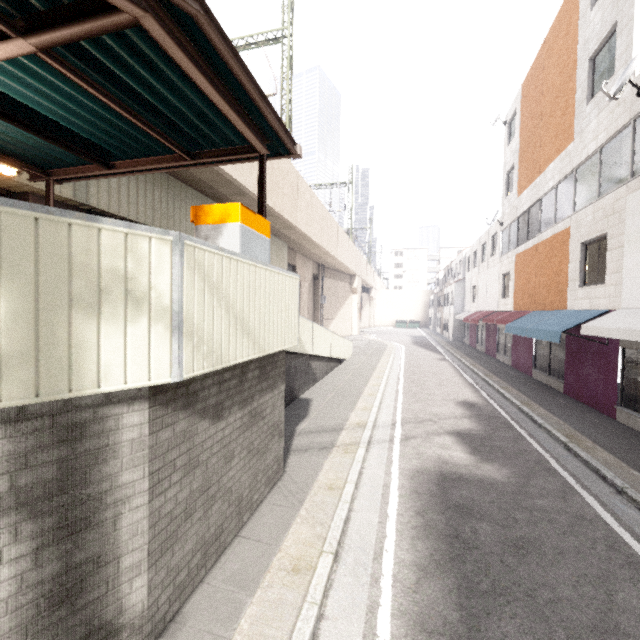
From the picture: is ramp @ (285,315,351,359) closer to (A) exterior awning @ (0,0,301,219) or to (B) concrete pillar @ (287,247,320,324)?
(A) exterior awning @ (0,0,301,219)

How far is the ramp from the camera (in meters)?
10.41

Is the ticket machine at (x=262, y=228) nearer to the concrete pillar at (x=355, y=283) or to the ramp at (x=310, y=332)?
the ramp at (x=310, y=332)

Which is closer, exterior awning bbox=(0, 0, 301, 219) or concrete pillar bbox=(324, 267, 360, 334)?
exterior awning bbox=(0, 0, 301, 219)

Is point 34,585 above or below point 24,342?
below

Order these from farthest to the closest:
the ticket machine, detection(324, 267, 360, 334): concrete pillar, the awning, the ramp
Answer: detection(324, 267, 360, 334): concrete pillar → the ramp → the awning → the ticket machine

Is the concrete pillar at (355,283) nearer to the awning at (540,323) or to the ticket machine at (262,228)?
the awning at (540,323)

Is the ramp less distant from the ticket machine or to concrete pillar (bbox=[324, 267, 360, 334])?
the ticket machine
